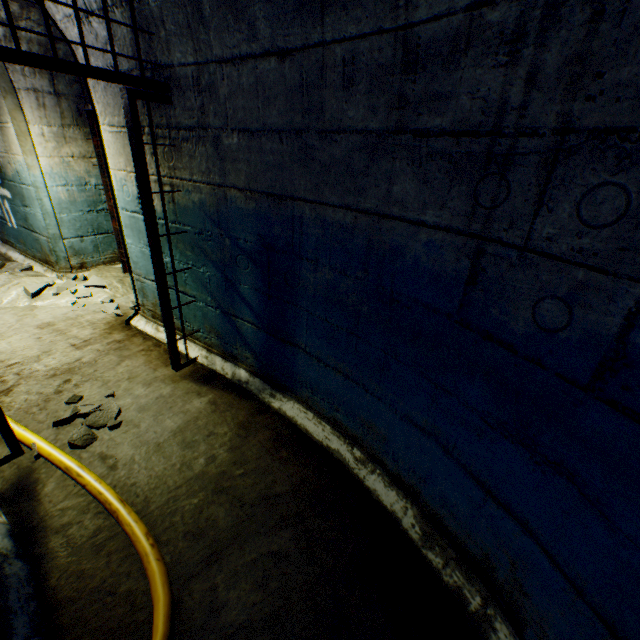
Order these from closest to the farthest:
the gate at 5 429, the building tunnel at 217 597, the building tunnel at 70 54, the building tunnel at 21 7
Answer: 1. the building tunnel at 217 597
2. the gate at 5 429
3. the building tunnel at 70 54
4. the building tunnel at 21 7

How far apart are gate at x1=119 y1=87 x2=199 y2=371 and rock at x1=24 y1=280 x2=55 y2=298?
2.43m

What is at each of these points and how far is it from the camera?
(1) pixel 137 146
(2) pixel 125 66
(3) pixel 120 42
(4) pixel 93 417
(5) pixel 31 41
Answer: (1) gate, 2.05m
(2) building tunnel, 2.25m
(3) building tunnel, 2.16m
(4) rock, 2.30m
(5) building tunnel, 3.38m

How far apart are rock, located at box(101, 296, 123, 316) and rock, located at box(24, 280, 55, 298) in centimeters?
75cm

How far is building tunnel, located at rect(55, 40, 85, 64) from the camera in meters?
2.4

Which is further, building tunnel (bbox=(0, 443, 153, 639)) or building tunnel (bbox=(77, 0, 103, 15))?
building tunnel (bbox=(77, 0, 103, 15))

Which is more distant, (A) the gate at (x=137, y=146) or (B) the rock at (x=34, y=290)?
(B) the rock at (x=34, y=290)

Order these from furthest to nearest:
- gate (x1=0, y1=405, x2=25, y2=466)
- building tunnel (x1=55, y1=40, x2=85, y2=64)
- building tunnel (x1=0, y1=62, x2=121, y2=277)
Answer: building tunnel (x1=0, y1=62, x2=121, y2=277) → building tunnel (x1=55, y1=40, x2=85, y2=64) → gate (x1=0, y1=405, x2=25, y2=466)
